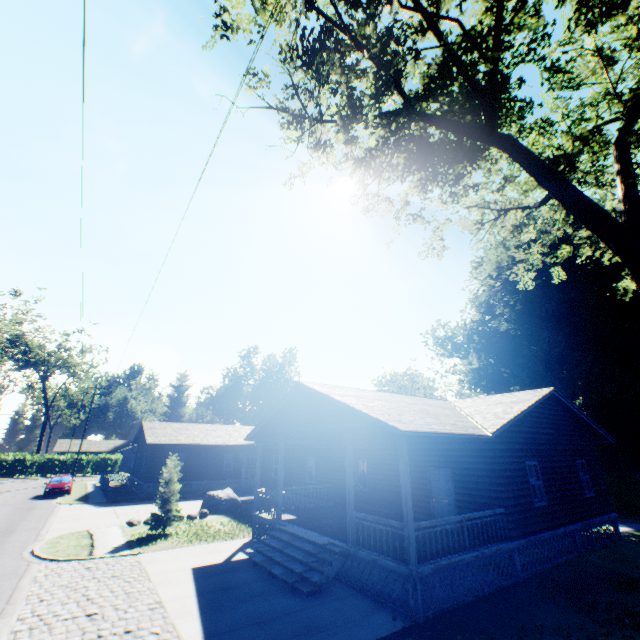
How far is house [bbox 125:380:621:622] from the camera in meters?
9.4

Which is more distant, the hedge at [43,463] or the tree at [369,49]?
the hedge at [43,463]

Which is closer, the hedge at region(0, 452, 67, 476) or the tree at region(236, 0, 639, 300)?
the tree at region(236, 0, 639, 300)

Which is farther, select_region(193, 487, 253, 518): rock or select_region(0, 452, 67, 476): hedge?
select_region(0, 452, 67, 476): hedge

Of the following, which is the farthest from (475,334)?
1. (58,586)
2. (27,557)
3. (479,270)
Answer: (27,557)

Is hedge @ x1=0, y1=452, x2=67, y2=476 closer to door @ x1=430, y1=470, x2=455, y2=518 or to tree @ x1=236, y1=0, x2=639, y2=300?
door @ x1=430, y1=470, x2=455, y2=518

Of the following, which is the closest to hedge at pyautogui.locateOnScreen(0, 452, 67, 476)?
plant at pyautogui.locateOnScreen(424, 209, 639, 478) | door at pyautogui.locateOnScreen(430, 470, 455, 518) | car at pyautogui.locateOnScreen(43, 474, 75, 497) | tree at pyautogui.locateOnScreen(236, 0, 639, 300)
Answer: car at pyautogui.locateOnScreen(43, 474, 75, 497)

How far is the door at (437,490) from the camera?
13.0m
